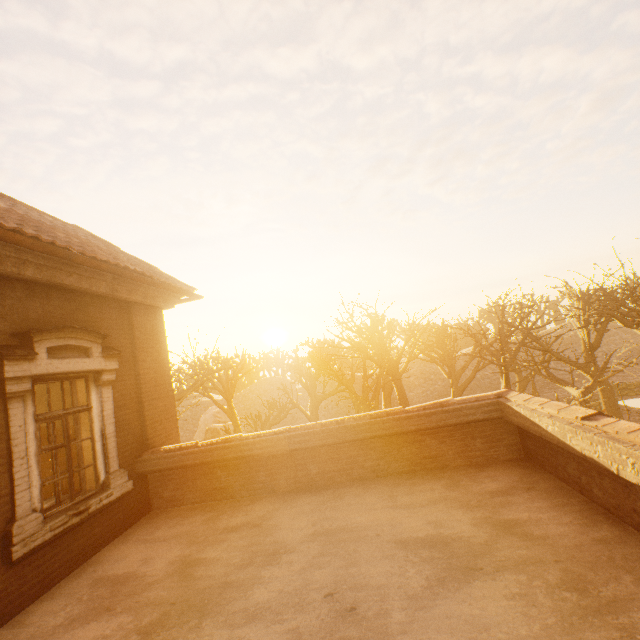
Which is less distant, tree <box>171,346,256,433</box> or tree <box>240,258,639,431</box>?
tree <box>240,258,639,431</box>

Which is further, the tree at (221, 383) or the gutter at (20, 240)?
the tree at (221, 383)

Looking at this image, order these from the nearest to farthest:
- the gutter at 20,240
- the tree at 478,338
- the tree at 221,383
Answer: the gutter at 20,240 → the tree at 478,338 → the tree at 221,383

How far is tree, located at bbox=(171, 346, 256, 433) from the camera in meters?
17.6

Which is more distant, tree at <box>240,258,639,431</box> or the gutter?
tree at <box>240,258,639,431</box>

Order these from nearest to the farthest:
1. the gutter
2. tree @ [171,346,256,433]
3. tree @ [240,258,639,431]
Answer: the gutter, tree @ [240,258,639,431], tree @ [171,346,256,433]

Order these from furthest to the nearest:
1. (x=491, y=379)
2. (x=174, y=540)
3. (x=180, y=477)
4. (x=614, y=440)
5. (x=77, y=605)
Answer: (x=491, y=379)
(x=180, y=477)
(x=174, y=540)
(x=77, y=605)
(x=614, y=440)
